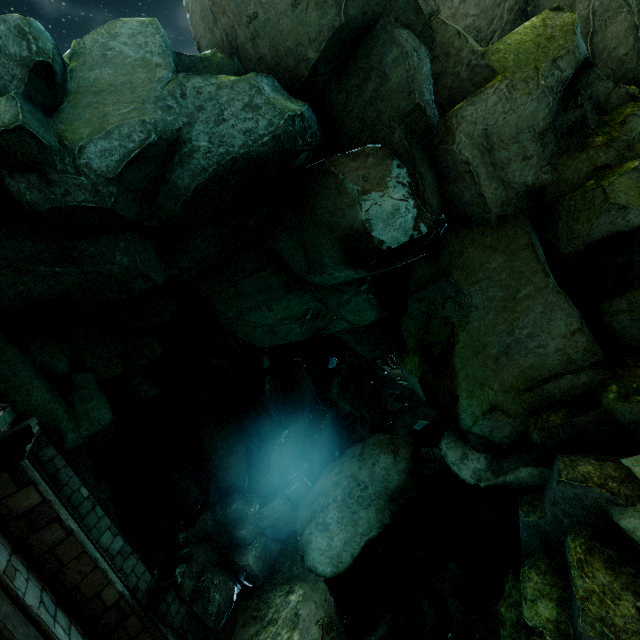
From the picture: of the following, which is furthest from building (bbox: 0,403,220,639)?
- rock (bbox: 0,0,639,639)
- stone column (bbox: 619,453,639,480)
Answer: stone column (bbox: 619,453,639,480)

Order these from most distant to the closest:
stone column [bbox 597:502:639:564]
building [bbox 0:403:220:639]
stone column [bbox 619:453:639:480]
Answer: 1. stone column [bbox 619:453:639:480]
2. stone column [bbox 597:502:639:564]
3. building [bbox 0:403:220:639]

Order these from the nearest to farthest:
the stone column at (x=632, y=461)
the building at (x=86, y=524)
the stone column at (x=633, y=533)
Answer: the building at (x=86, y=524)
the stone column at (x=633, y=533)
the stone column at (x=632, y=461)

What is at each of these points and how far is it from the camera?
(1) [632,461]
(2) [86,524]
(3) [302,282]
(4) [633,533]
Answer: (1) stone column, 6.3 meters
(2) building, 7.9 meters
(3) rock, 11.7 meters
(4) stone column, 5.4 meters

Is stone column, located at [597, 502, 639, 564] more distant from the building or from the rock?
the building

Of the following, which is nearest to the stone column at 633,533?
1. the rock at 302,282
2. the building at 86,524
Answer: the rock at 302,282

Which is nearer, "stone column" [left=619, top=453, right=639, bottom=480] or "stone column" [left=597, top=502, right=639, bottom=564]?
"stone column" [left=597, top=502, right=639, bottom=564]
